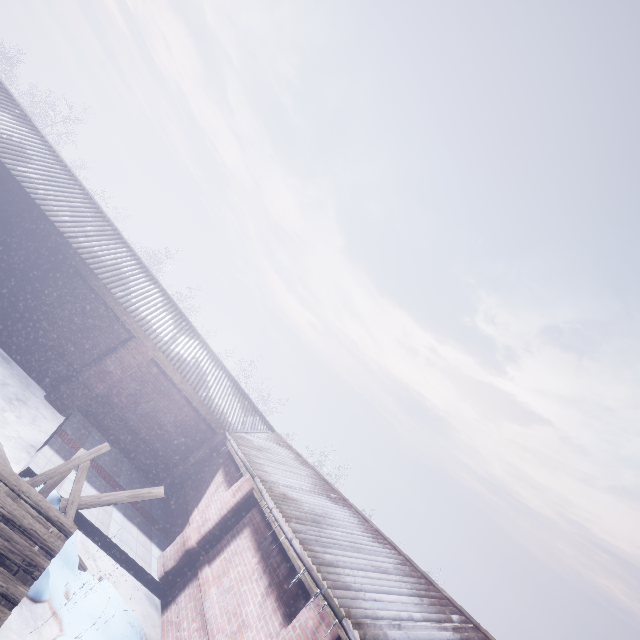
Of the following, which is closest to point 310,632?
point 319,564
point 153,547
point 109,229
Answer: point 319,564
